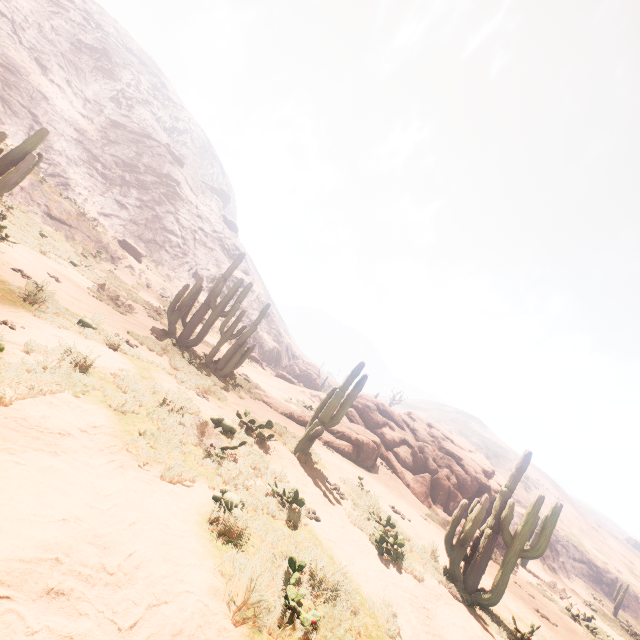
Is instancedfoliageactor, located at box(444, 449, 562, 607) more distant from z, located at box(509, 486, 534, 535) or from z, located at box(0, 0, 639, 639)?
z, located at box(509, 486, 534, 535)

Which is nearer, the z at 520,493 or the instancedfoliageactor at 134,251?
the instancedfoliageactor at 134,251

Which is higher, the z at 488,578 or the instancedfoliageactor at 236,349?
the instancedfoliageactor at 236,349

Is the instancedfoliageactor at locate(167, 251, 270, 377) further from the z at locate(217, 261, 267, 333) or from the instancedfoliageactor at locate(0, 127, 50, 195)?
the z at locate(217, 261, 267, 333)

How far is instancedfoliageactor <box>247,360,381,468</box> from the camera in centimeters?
988cm

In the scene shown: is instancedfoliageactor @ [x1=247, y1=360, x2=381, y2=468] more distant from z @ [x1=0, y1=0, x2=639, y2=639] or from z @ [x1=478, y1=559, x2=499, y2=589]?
z @ [x1=0, y1=0, x2=639, y2=639]

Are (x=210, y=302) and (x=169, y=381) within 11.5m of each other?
yes

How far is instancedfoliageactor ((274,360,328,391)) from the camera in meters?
35.1
